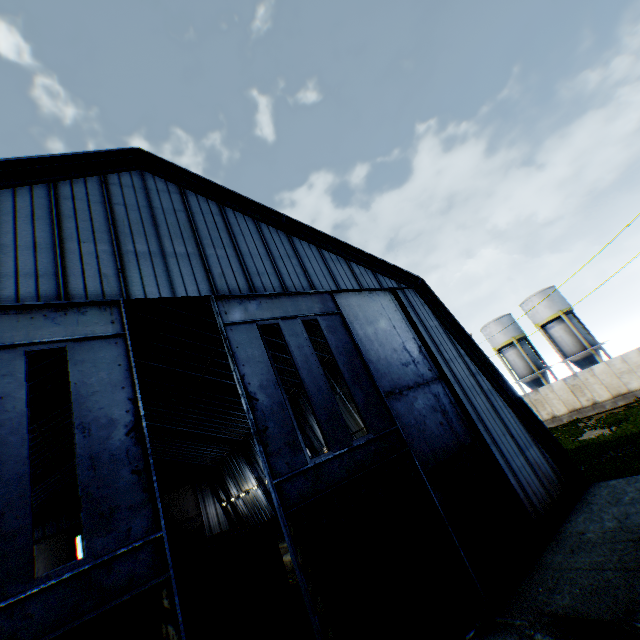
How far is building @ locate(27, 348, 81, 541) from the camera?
17.1 meters

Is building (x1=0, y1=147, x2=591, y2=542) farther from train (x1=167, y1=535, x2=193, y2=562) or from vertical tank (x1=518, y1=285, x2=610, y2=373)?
vertical tank (x1=518, y1=285, x2=610, y2=373)

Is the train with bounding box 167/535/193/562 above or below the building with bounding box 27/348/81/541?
below

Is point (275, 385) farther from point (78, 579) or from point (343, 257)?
point (343, 257)

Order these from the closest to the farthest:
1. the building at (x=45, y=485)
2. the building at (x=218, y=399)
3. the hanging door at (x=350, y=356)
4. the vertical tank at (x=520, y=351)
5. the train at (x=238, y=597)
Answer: the hanging door at (x=350, y=356) → the building at (x=218, y=399) → the train at (x=238, y=597) → the building at (x=45, y=485) → the vertical tank at (x=520, y=351)

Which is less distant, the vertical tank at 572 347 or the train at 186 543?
the train at 186 543

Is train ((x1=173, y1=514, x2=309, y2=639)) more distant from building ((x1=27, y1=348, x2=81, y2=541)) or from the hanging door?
the hanging door
